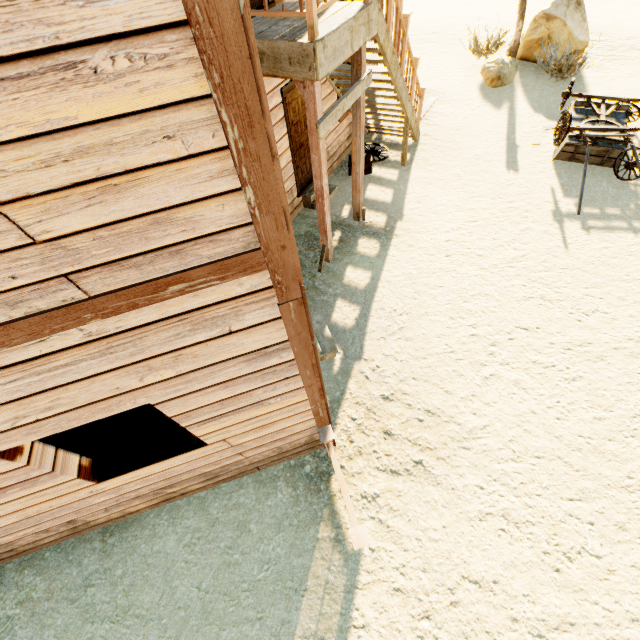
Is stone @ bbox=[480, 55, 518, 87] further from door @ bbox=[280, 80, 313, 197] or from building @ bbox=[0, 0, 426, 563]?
door @ bbox=[280, 80, 313, 197]

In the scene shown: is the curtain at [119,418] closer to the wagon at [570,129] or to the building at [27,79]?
the building at [27,79]

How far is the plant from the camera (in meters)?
9.77

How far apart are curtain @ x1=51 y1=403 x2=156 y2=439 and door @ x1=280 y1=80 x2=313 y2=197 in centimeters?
563cm

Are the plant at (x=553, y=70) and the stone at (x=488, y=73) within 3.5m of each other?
yes

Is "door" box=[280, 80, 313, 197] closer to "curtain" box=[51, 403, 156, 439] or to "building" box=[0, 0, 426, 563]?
"building" box=[0, 0, 426, 563]

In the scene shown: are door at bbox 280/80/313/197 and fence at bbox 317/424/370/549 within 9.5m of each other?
yes

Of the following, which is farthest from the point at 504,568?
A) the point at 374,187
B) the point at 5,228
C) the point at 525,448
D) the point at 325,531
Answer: the point at 374,187
